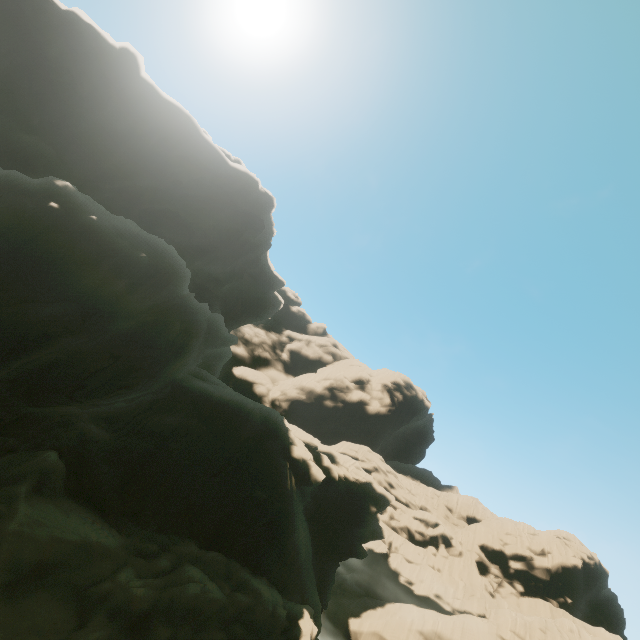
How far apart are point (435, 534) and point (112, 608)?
49.44m
